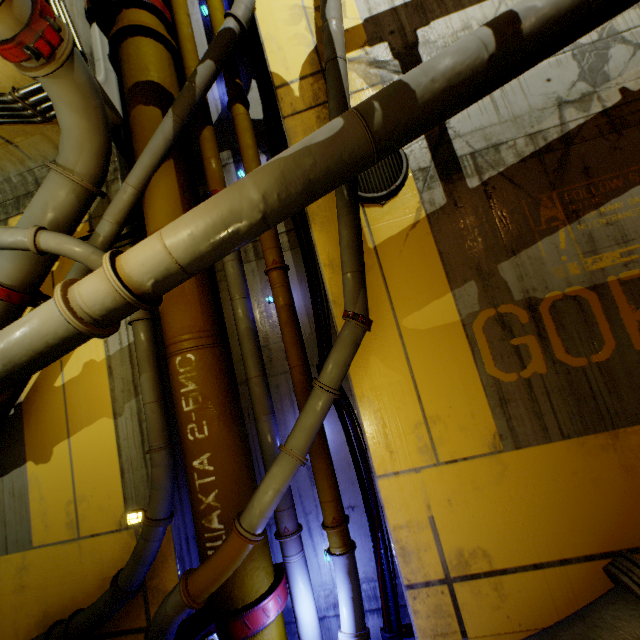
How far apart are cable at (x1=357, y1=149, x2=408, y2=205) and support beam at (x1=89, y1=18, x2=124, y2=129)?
3.2 meters

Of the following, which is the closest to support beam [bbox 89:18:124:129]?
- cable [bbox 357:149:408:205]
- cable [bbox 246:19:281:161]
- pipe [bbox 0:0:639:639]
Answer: pipe [bbox 0:0:639:639]

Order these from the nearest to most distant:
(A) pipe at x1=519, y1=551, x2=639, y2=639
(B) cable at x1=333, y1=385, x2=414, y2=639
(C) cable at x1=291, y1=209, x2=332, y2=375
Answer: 1. (A) pipe at x1=519, y1=551, x2=639, y2=639
2. (B) cable at x1=333, y1=385, x2=414, y2=639
3. (C) cable at x1=291, y1=209, x2=332, y2=375

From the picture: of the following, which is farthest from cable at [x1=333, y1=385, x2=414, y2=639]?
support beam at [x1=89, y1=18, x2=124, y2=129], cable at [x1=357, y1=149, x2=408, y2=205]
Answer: support beam at [x1=89, y1=18, x2=124, y2=129]

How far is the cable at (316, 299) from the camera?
4.1 meters

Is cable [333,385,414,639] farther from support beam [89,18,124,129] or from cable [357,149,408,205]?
support beam [89,18,124,129]

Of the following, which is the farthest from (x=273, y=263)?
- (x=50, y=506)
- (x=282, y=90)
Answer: (x=50, y=506)

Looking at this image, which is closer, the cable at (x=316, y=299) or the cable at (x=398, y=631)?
the cable at (x=398, y=631)
